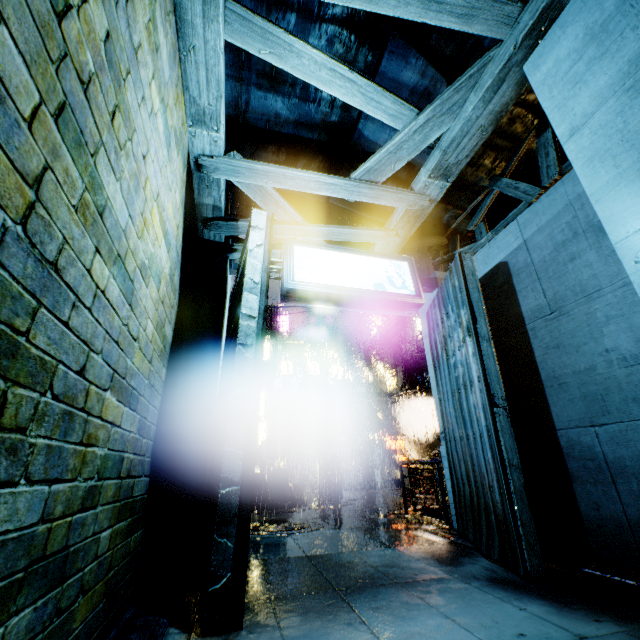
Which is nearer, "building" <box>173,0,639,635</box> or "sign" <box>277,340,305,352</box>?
"building" <box>173,0,639,635</box>

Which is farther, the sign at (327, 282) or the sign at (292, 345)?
the sign at (292, 345)

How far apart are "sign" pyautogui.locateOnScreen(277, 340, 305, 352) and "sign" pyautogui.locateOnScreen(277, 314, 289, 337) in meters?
10.2 m

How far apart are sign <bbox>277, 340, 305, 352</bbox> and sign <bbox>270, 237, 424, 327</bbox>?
19.56m

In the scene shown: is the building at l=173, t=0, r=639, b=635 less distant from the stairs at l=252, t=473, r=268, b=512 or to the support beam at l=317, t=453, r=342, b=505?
the support beam at l=317, t=453, r=342, b=505

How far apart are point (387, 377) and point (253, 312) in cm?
2908

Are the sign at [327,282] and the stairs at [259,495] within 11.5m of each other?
yes

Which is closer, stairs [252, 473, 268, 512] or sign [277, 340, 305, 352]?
stairs [252, 473, 268, 512]
